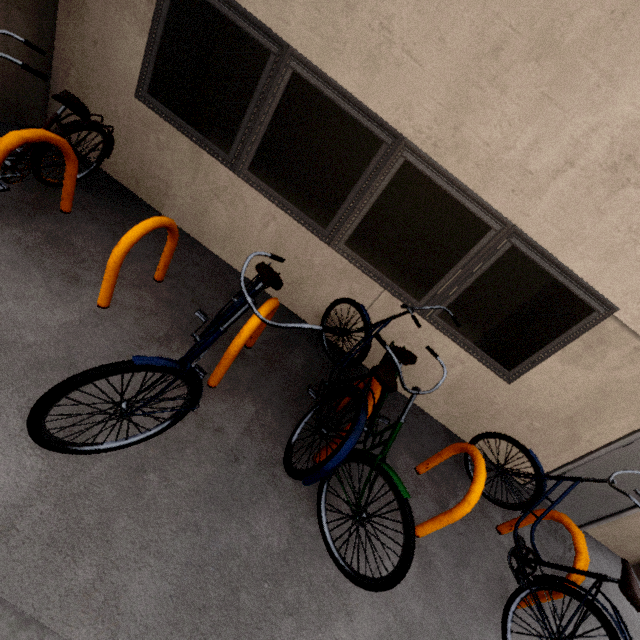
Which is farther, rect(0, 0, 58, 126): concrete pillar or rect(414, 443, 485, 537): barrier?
rect(0, 0, 58, 126): concrete pillar

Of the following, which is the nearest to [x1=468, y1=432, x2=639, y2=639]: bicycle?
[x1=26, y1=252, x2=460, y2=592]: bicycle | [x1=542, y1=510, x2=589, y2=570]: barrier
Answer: [x1=542, y1=510, x2=589, y2=570]: barrier

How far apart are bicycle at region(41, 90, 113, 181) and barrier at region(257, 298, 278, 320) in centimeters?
167cm

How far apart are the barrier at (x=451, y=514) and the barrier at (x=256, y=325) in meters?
1.9

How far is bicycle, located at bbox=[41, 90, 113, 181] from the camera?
2.4 meters

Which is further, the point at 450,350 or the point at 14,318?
the point at 450,350

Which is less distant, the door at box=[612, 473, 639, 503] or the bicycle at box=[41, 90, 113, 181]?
the bicycle at box=[41, 90, 113, 181]

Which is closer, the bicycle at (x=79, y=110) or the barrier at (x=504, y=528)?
the bicycle at (x=79, y=110)
